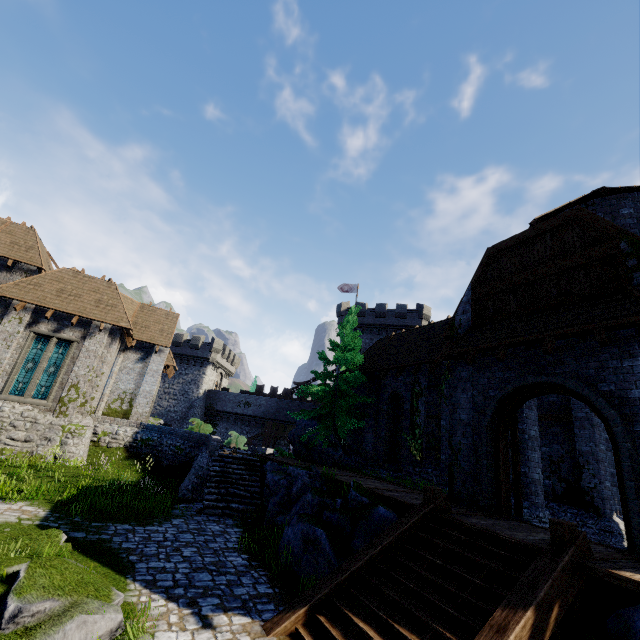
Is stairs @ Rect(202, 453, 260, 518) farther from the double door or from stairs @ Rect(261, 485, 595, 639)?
the double door

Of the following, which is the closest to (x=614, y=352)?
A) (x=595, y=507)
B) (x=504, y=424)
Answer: (x=504, y=424)

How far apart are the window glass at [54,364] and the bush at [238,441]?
12.4m

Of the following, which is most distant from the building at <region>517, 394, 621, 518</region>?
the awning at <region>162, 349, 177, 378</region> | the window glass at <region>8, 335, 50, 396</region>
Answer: the window glass at <region>8, 335, 50, 396</region>

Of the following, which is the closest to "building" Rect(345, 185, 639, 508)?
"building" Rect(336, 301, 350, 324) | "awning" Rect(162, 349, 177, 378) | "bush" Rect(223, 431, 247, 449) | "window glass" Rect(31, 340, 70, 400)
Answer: "bush" Rect(223, 431, 247, 449)

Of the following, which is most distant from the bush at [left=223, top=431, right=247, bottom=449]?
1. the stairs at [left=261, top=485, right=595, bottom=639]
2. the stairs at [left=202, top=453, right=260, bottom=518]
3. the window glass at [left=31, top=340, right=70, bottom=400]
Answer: the stairs at [left=261, top=485, right=595, bottom=639]

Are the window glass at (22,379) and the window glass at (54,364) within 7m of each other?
yes

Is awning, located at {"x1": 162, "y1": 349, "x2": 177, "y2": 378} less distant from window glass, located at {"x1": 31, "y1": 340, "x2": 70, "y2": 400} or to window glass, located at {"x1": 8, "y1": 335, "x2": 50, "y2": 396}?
window glass, located at {"x1": 31, "y1": 340, "x2": 70, "y2": 400}
